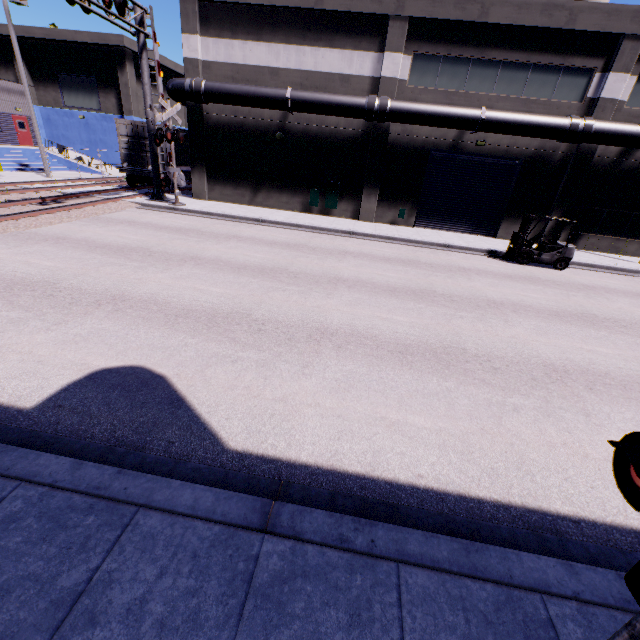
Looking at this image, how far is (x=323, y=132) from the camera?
18.7m

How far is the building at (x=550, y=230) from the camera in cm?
1875

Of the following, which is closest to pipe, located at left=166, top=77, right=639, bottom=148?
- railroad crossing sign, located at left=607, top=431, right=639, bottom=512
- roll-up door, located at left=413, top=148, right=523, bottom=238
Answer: roll-up door, located at left=413, top=148, right=523, bottom=238

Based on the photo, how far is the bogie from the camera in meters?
21.1 m

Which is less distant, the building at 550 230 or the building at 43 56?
the building at 550 230

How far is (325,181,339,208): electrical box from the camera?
19.6m

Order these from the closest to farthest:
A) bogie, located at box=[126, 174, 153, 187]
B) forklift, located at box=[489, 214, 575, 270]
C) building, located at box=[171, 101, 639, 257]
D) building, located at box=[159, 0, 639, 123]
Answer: forklift, located at box=[489, 214, 575, 270]
building, located at box=[159, 0, 639, 123]
building, located at box=[171, 101, 639, 257]
bogie, located at box=[126, 174, 153, 187]

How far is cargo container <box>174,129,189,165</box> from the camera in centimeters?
2209cm
